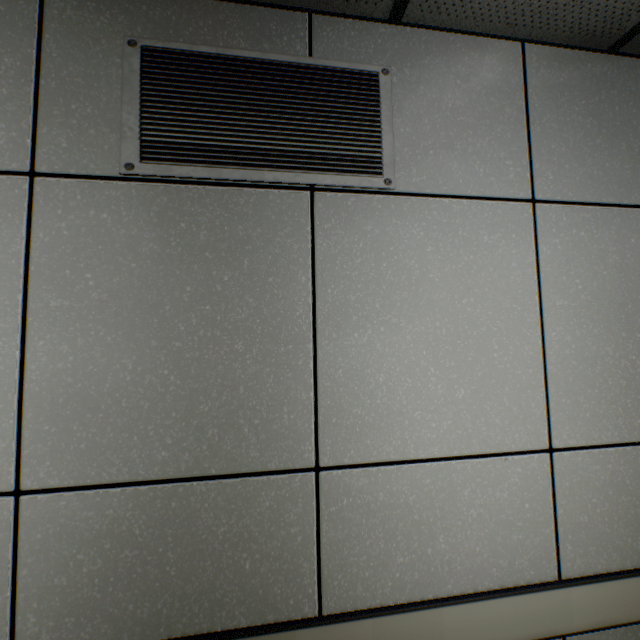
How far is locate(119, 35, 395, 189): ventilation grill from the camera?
1.1 meters

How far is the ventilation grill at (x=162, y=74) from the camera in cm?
110

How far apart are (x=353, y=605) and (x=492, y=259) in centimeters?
136cm
